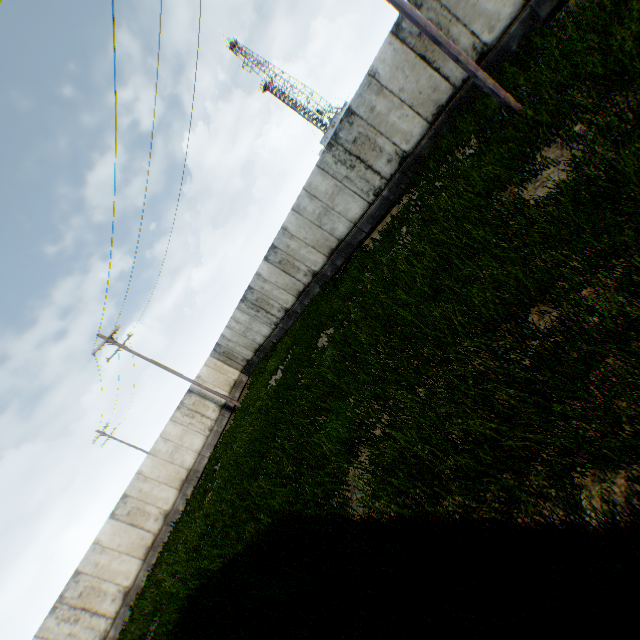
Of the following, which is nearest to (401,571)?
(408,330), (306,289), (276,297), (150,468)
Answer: (408,330)
